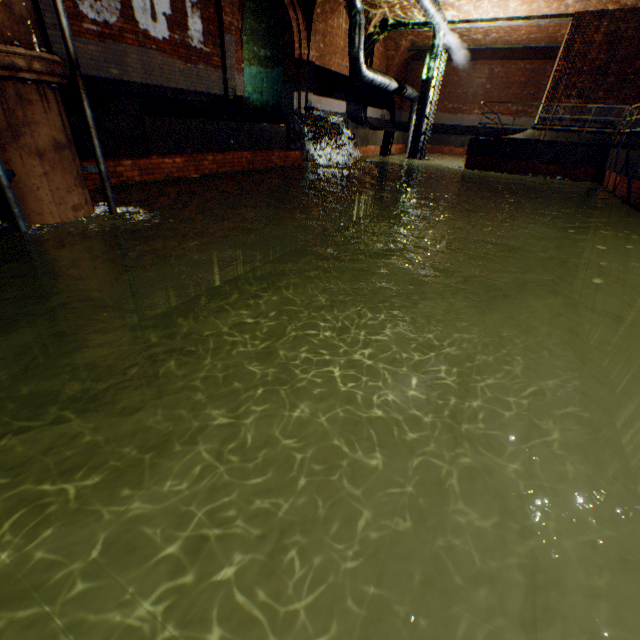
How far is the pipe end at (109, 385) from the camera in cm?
521

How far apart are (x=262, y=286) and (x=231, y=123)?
4.7m

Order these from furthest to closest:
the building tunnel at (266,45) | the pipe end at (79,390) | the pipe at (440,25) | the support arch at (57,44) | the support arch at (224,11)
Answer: the building tunnel at (266,45) < the pipe at (440,25) < the support arch at (224,11) < the support arch at (57,44) < the pipe end at (79,390)

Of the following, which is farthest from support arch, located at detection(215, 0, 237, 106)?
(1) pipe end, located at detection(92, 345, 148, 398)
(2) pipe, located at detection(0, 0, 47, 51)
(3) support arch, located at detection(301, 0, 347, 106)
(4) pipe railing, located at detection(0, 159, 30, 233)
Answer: (1) pipe end, located at detection(92, 345, 148, 398)

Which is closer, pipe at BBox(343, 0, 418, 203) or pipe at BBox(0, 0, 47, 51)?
pipe at BBox(0, 0, 47, 51)

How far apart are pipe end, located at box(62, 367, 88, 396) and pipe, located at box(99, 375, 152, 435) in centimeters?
6cm

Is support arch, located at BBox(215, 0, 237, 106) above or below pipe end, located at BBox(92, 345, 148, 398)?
above
